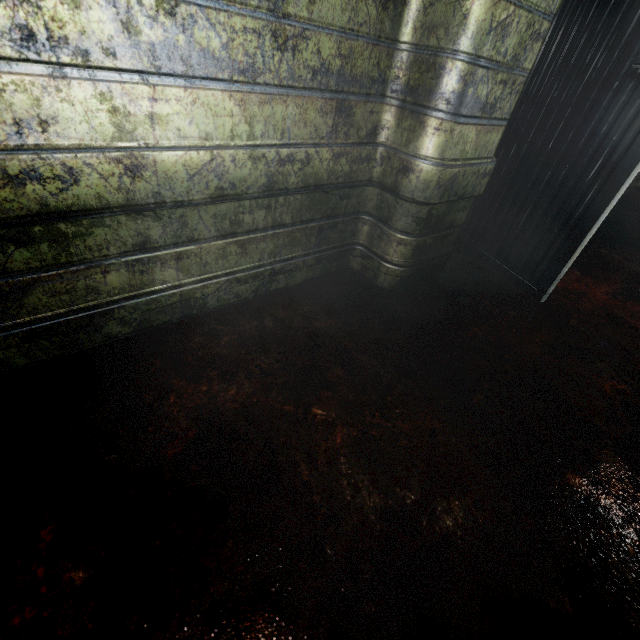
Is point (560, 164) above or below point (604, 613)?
above
